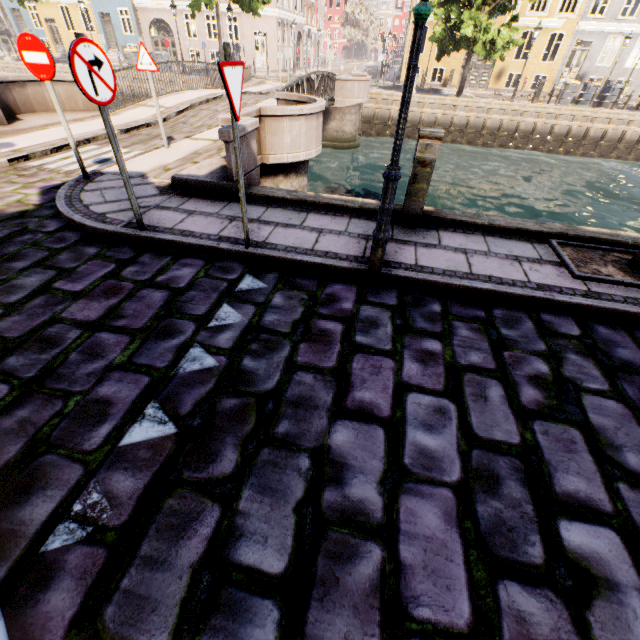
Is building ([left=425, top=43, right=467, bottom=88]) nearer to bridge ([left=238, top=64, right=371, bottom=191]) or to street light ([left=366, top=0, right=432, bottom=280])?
street light ([left=366, top=0, right=432, bottom=280])

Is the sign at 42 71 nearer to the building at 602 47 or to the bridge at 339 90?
the bridge at 339 90

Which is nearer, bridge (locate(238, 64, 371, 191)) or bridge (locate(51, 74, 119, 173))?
bridge (locate(238, 64, 371, 191))

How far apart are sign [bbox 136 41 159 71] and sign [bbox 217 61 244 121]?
5.2 meters

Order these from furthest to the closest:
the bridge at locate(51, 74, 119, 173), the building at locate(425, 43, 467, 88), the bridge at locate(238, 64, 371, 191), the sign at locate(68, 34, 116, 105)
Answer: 1. the building at locate(425, 43, 467, 88)
2. the bridge at locate(51, 74, 119, 173)
3. the bridge at locate(238, 64, 371, 191)
4. the sign at locate(68, 34, 116, 105)

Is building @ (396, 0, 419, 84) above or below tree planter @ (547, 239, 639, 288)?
above

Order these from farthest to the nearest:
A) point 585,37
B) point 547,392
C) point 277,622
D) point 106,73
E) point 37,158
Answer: point 585,37 < point 37,158 < point 106,73 < point 547,392 < point 277,622

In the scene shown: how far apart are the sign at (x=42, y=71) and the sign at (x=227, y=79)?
3.7m
